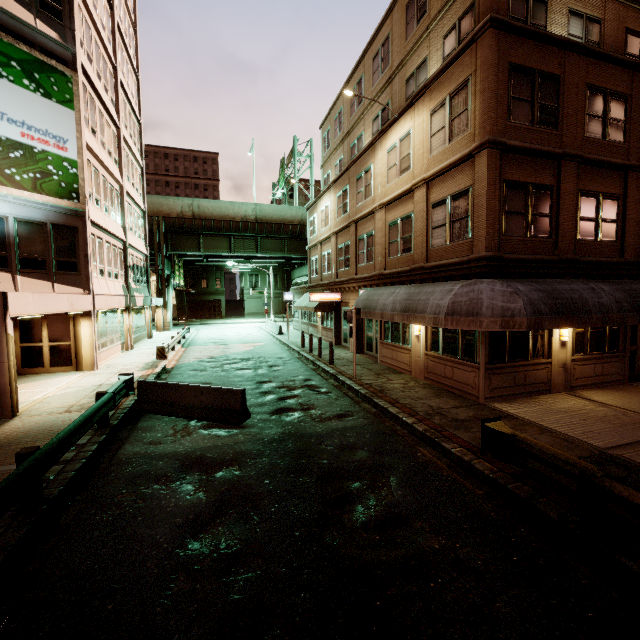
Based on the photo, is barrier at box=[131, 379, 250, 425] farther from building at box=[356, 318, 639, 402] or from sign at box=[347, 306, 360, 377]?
building at box=[356, 318, 639, 402]

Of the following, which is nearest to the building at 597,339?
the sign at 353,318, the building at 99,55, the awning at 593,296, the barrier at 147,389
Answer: the awning at 593,296

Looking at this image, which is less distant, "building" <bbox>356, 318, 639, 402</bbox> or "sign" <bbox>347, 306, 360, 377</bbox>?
"building" <bbox>356, 318, 639, 402</bbox>

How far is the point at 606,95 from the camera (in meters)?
11.23

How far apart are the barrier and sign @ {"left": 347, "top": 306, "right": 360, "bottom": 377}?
5.3 meters

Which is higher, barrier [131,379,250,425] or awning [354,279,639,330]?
awning [354,279,639,330]

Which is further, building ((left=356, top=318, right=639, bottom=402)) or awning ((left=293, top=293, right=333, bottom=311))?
awning ((left=293, top=293, right=333, bottom=311))

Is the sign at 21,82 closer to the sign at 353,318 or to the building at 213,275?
the sign at 353,318
